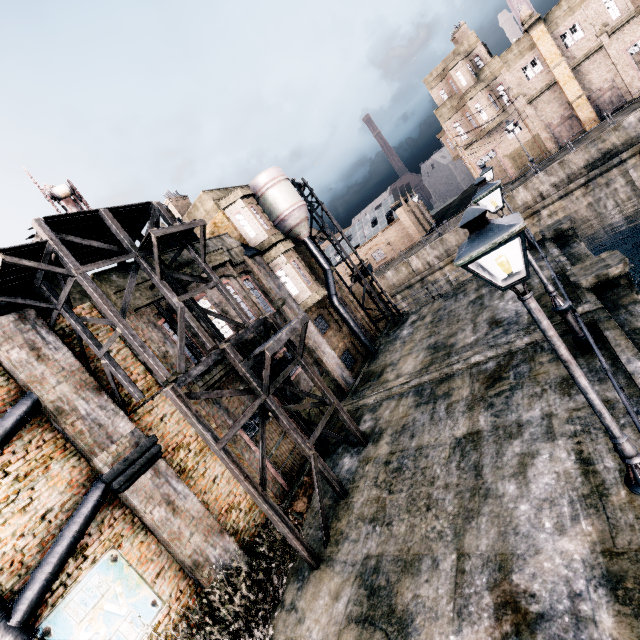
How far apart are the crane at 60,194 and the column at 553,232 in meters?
21.9 m

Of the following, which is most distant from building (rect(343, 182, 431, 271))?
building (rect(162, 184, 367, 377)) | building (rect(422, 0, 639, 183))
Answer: building (rect(162, 184, 367, 377))

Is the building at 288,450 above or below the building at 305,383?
below

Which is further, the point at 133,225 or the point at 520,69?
the point at 520,69

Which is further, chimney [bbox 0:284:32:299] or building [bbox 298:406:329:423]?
building [bbox 298:406:329:423]

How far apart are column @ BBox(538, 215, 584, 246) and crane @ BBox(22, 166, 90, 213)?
21.9m

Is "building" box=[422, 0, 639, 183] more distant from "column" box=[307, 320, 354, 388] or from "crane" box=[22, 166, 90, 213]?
"crane" box=[22, 166, 90, 213]

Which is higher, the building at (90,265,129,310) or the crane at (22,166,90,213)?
the crane at (22,166,90,213)
